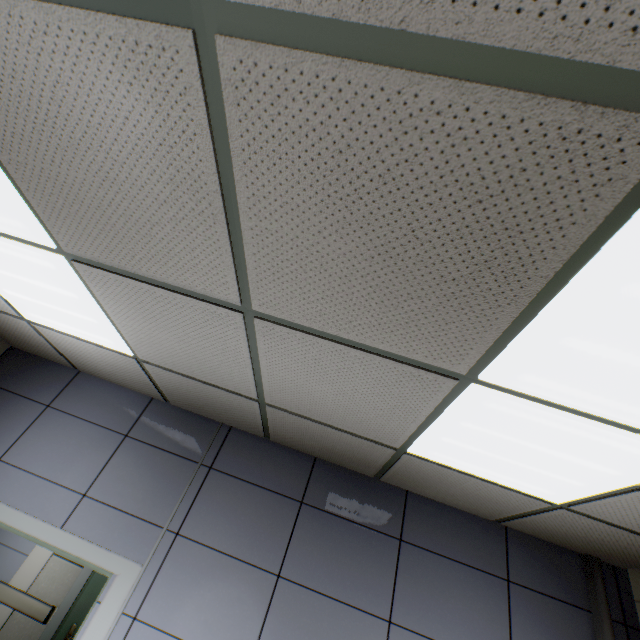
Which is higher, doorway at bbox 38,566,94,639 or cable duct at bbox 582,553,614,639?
cable duct at bbox 582,553,614,639

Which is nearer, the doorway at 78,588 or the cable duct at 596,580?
the cable duct at 596,580

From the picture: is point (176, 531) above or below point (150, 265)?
below

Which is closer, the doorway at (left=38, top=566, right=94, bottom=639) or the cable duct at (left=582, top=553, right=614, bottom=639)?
the cable duct at (left=582, top=553, right=614, bottom=639)

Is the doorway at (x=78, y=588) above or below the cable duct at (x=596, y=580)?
below
